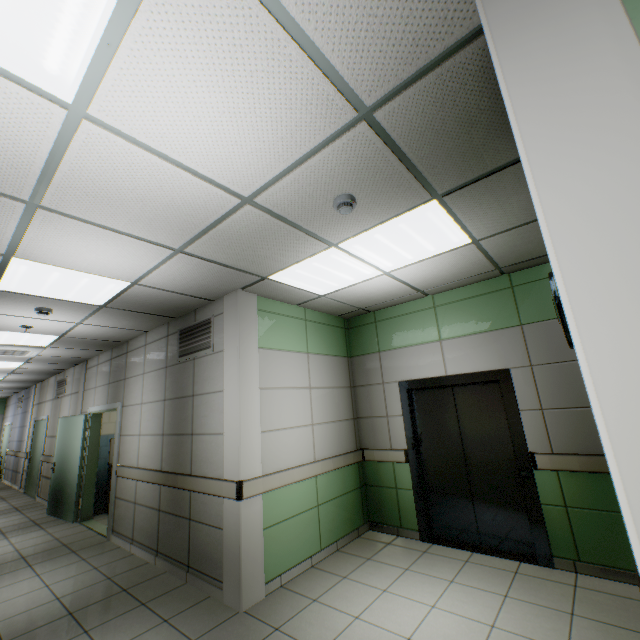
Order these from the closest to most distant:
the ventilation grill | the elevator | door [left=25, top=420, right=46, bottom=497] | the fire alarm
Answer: the fire alarm
the elevator
the ventilation grill
door [left=25, top=420, right=46, bottom=497]

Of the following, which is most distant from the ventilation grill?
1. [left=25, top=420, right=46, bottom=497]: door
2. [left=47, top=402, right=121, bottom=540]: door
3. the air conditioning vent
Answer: [left=25, top=420, right=46, bottom=497]: door

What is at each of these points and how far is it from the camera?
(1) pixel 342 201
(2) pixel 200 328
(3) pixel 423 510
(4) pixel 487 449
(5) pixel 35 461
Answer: (1) fire alarm, 2.29m
(2) ventilation grill, 4.38m
(3) elevator, 4.32m
(4) elevator door, 4.06m
(5) door, 9.34m

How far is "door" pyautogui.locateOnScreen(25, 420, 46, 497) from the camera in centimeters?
898cm

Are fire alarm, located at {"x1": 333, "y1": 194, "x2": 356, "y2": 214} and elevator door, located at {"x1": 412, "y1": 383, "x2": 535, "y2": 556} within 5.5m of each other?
yes

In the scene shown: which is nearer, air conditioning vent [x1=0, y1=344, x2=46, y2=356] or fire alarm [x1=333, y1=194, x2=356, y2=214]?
fire alarm [x1=333, y1=194, x2=356, y2=214]

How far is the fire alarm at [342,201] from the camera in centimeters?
229cm

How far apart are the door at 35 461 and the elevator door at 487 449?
10.3 meters
